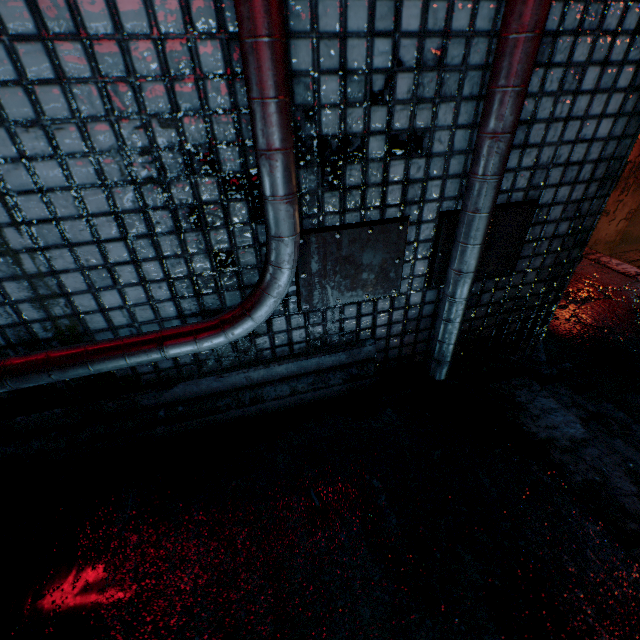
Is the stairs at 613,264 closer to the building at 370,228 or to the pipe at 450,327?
the pipe at 450,327

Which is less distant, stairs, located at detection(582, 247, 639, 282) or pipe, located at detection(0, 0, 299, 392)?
pipe, located at detection(0, 0, 299, 392)

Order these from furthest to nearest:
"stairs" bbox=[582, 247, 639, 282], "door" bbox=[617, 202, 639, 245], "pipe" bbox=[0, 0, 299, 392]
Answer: "door" bbox=[617, 202, 639, 245]
"stairs" bbox=[582, 247, 639, 282]
"pipe" bbox=[0, 0, 299, 392]

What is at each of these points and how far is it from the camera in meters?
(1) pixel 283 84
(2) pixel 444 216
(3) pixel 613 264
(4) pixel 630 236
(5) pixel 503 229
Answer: (1) pipe, 0.7 m
(2) building, 1.1 m
(3) stairs, 3.0 m
(4) door, 4.5 m
(5) building, 1.1 m

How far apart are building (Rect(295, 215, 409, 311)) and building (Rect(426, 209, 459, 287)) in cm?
11

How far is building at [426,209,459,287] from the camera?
1.06m

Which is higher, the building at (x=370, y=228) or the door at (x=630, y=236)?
the building at (x=370, y=228)
